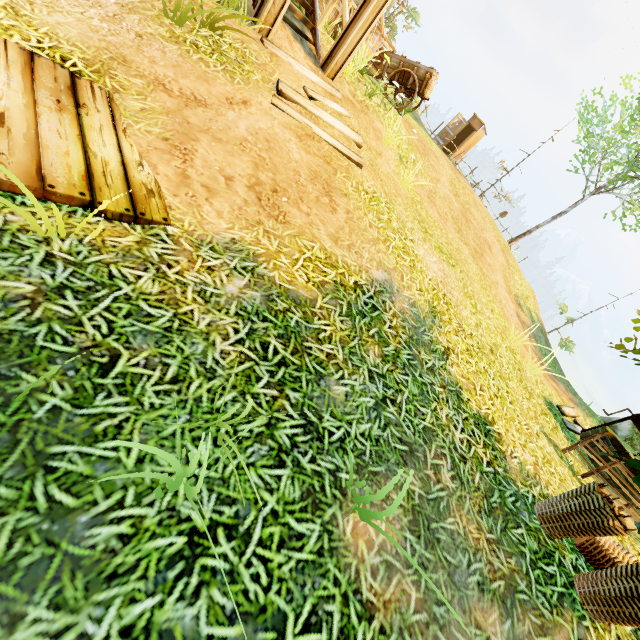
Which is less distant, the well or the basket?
the basket

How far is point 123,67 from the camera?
3.7m

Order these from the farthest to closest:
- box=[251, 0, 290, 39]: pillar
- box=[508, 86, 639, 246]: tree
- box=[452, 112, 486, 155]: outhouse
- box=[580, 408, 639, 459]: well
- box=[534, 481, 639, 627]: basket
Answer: box=[452, 112, 486, 155]: outhouse → box=[508, 86, 639, 246]: tree → box=[580, 408, 639, 459]: well → box=[251, 0, 290, 39]: pillar → box=[534, 481, 639, 627]: basket

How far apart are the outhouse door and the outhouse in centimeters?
3cm

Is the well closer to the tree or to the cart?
the cart

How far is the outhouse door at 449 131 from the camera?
21.55m

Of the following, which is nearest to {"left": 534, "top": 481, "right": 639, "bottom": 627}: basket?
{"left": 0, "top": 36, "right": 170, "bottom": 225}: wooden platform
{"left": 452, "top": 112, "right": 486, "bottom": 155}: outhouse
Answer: {"left": 0, "top": 36, "right": 170, "bottom": 225}: wooden platform

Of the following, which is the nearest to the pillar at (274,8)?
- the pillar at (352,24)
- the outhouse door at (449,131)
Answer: the pillar at (352,24)
